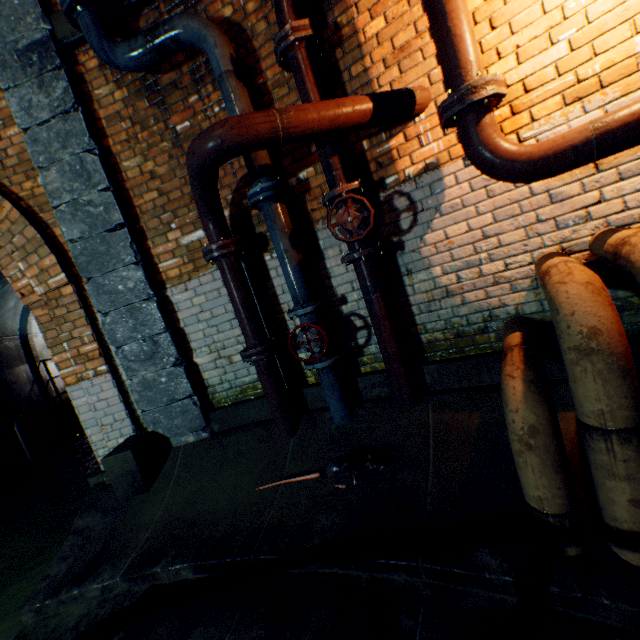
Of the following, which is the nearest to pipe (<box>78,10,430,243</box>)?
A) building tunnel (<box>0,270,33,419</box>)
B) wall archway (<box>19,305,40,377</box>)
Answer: building tunnel (<box>0,270,33,419</box>)

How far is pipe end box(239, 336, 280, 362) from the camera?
2.94m

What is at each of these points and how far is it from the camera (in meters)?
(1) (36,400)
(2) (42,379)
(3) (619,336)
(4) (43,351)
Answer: (1) building tunnel, 9.70
(2) wall archway, 10.02
(3) pipe, 1.25
(4) building tunnel, 10.92

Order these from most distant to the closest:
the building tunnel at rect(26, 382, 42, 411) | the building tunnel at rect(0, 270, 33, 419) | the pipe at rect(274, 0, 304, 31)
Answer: the building tunnel at rect(26, 382, 42, 411) < the building tunnel at rect(0, 270, 33, 419) < the pipe at rect(274, 0, 304, 31)

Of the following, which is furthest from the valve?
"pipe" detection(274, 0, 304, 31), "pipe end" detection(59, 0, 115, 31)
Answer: "pipe end" detection(59, 0, 115, 31)

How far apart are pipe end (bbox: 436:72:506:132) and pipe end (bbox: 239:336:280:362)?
2.14m

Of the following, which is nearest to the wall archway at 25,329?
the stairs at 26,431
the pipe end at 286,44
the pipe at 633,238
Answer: the stairs at 26,431

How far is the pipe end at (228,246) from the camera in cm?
282
